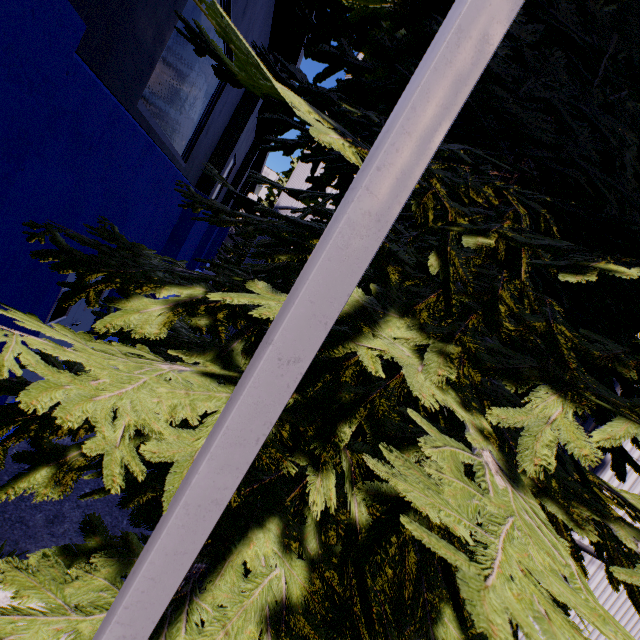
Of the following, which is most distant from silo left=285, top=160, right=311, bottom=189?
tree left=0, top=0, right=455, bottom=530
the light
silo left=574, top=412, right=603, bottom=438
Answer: the light

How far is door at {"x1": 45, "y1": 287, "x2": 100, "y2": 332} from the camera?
5.6m

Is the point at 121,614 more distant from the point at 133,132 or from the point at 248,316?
the point at 133,132

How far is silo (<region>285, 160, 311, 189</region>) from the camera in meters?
9.3 m

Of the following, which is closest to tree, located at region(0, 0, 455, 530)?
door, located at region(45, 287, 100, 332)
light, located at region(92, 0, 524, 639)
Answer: light, located at region(92, 0, 524, 639)

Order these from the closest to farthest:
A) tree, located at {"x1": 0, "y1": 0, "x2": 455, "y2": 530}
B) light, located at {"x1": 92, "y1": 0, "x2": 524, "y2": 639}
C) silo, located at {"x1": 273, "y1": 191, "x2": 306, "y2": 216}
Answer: light, located at {"x1": 92, "y1": 0, "x2": 524, "y2": 639} → tree, located at {"x1": 0, "y1": 0, "x2": 455, "y2": 530} → silo, located at {"x1": 273, "y1": 191, "x2": 306, "y2": 216}

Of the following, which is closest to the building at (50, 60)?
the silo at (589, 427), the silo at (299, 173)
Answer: the silo at (299, 173)

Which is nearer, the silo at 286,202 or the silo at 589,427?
the silo at 589,427
